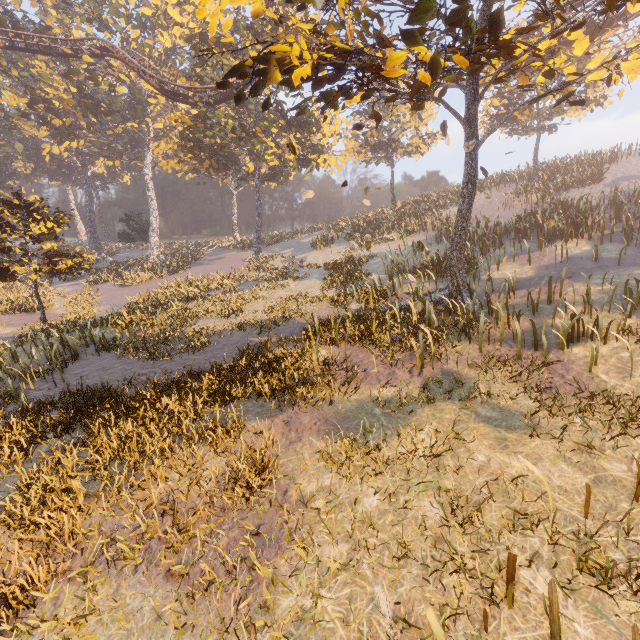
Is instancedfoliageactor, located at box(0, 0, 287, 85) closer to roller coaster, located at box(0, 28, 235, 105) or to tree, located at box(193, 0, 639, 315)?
roller coaster, located at box(0, 28, 235, 105)

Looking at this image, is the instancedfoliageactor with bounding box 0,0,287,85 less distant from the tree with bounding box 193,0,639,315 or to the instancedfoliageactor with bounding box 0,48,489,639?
the instancedfoliageactor with bounding box 0,48,489,639

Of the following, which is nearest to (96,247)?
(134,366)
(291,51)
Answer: (134,366)

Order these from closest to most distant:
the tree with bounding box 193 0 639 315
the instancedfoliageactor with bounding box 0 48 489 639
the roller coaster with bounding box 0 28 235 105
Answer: the tree with bounding box 193 0 639 315 < the instancedfoliageactor with bounding box 0 48 489 639 < the roller coaster with bounding box 0 28 235 105

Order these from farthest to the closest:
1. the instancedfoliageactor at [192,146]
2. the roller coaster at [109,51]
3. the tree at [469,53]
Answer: the roller coaster at [109,51]
the instancedfoliageactor at [192,146]
the tree at [469,53]

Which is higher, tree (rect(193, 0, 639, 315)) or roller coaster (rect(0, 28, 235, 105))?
roller coaster (rect(0, 28, 235, 105))

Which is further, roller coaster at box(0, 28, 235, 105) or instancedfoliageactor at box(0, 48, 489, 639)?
roller coaster at box(0, 28, 235, 105)

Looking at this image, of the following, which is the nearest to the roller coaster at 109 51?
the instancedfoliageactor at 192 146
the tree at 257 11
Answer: the tree at 257 11
